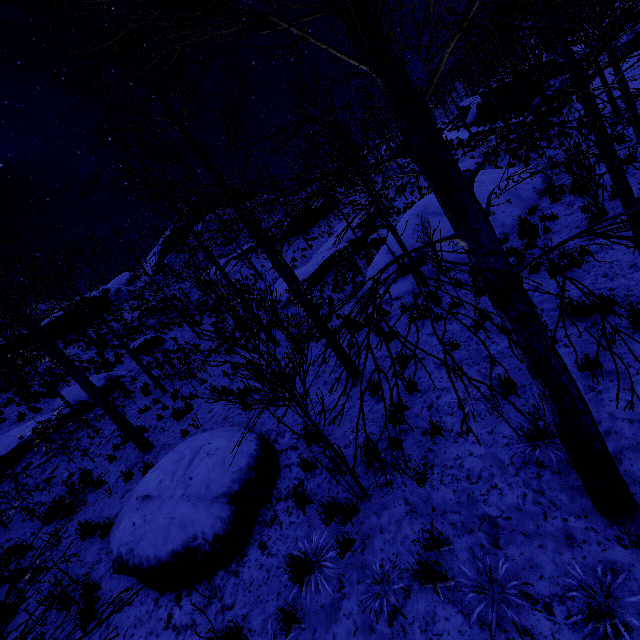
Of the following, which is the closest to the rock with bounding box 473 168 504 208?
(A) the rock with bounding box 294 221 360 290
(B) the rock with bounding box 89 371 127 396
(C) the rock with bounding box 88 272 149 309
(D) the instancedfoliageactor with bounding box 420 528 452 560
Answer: (D) the instancedfoliageactor with bounding box 420 528 452 560

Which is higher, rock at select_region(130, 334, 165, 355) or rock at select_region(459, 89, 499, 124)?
rock at select_region(130, 334, 165, 355)

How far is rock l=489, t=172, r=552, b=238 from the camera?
11.2m

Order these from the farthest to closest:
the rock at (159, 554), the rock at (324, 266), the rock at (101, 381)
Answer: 1. the rock at (324, 266)
2. the rock at (101, 381)
3. the rock at (159, 554)

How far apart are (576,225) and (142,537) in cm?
1213

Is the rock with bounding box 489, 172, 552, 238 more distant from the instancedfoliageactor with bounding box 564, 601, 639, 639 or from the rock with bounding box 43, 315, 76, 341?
the rock with bounding box 43, 315, 76, 341

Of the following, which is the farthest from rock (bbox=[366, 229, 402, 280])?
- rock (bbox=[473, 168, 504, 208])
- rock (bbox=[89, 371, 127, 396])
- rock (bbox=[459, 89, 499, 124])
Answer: rock (bbox=[89, 371, 127, 396])

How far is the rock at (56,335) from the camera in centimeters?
2613cm
